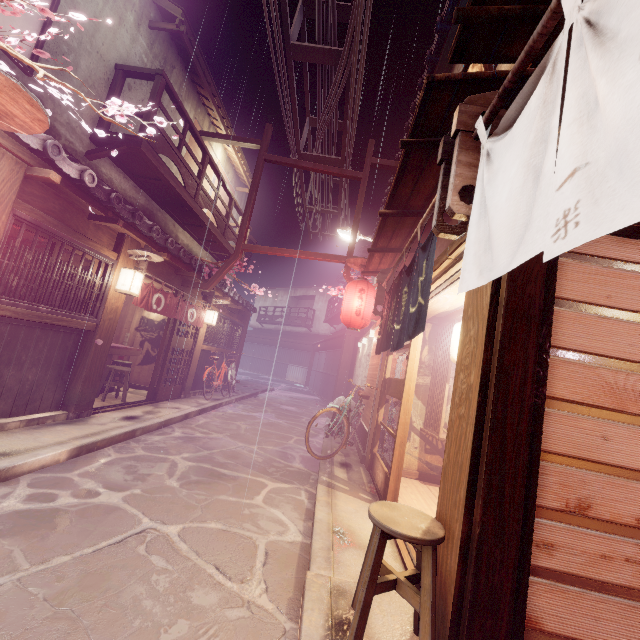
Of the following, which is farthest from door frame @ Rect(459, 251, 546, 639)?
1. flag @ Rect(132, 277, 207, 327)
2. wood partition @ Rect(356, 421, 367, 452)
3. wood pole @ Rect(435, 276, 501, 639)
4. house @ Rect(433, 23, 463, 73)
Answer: flag @ Rect(132, 277, 207, 327)

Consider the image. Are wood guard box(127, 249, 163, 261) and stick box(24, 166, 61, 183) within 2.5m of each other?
no

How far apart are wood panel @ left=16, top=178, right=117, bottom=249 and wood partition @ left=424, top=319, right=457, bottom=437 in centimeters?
1097cm

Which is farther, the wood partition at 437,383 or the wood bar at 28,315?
the wood partition at 437,383

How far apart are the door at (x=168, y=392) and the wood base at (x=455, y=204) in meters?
13.3

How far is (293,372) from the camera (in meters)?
48.41

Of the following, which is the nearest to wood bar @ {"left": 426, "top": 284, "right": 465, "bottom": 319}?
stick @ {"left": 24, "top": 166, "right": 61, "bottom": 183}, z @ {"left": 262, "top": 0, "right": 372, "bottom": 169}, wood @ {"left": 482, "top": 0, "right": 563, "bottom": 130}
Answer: wood @ {"left": 482, "top": 0, "right": 563, "bottom": 130}

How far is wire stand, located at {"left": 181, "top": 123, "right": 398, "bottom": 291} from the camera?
14.8 meters
